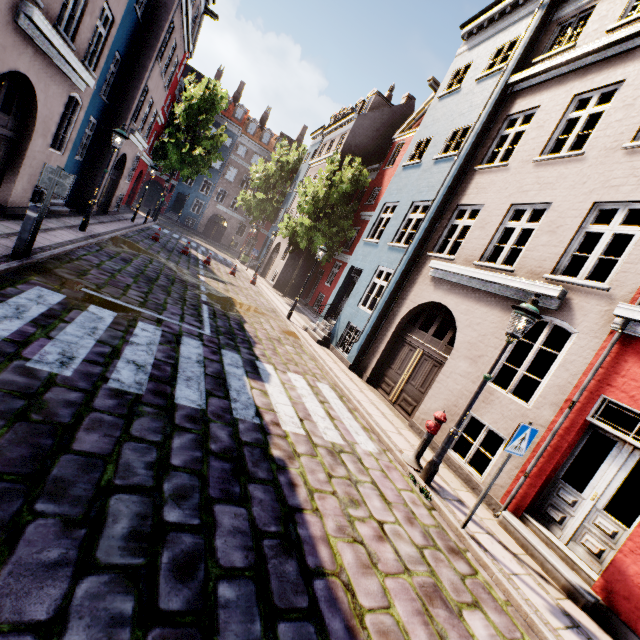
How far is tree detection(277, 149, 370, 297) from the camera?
19.8 meters

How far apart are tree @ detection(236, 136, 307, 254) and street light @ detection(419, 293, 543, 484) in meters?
31.2

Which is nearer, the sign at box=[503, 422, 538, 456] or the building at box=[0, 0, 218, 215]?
the sign at box=[503, 422, 538, 456]

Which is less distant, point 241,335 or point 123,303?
point 123,303

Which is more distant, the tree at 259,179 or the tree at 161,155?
the tree at 259,179

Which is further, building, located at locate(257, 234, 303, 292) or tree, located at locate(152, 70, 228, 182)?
tree, located at locate(152, 70, 228, 182)

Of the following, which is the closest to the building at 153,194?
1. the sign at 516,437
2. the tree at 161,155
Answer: the tree at 161,155

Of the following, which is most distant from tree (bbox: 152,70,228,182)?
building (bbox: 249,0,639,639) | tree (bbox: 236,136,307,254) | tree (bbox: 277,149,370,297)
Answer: tree (bbox: 277,149,370,297)
